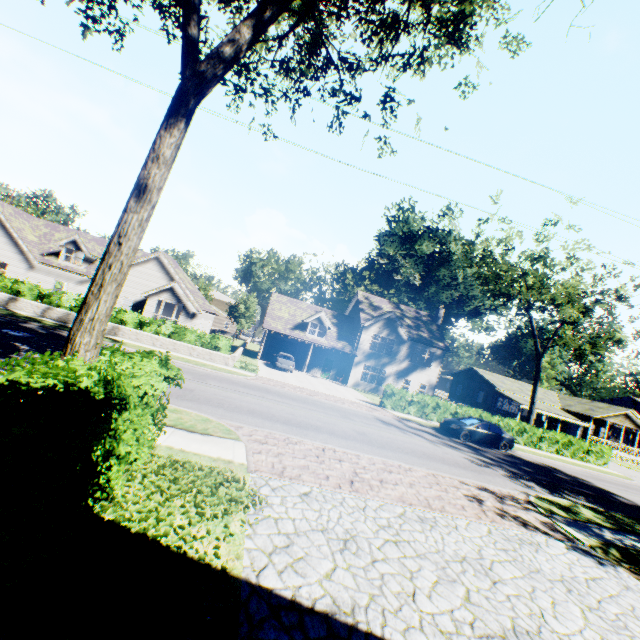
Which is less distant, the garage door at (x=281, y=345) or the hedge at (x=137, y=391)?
the hedge at (x=137, y=391)

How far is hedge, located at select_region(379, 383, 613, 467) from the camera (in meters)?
25.22

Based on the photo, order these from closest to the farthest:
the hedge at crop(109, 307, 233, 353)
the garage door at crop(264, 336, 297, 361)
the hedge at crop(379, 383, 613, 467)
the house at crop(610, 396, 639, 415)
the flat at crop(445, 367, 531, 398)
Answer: the hedge at crop(109, 307, 233, 353)
the hedge at crop(379, 383, 613, 467)
the garage door at crop(264, 336, 297, 361)
the flat at crop(445, 367, 531, 398)
the house at crop(610, 396, 639, 415)

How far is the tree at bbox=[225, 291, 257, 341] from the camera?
46.9 meters

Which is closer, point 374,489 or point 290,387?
point 374,489

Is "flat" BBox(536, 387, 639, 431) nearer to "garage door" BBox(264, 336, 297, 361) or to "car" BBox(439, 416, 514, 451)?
"car" BBox(439, 416, 514, 451)

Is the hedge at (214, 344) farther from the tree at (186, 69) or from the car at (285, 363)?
the tree at (186, 69)

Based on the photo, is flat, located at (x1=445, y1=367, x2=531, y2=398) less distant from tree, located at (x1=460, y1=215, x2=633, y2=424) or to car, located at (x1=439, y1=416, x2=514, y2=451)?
tree, located at (x1=460, y1=215, x2=633, y2=424)
